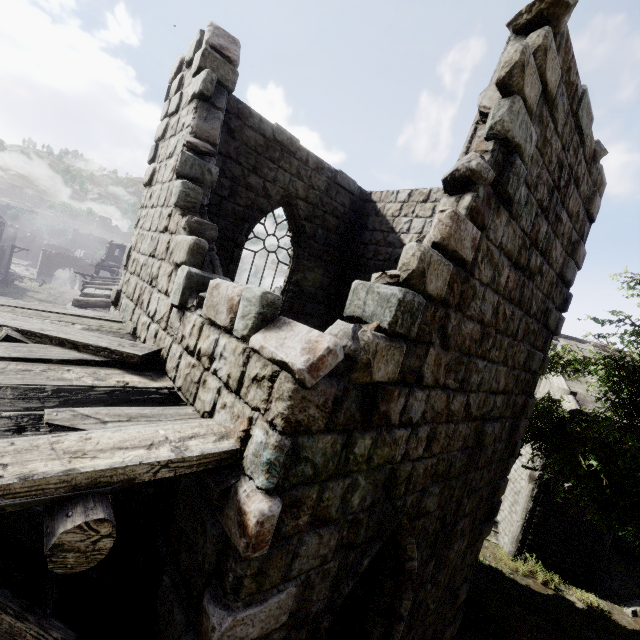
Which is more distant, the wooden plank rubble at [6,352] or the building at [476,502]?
the building at [476,502]

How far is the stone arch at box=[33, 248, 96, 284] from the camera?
51.75m

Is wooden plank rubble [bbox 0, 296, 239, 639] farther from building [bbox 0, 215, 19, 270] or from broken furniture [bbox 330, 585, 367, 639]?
broken furniture [bbox 330, 585, 367, 639]

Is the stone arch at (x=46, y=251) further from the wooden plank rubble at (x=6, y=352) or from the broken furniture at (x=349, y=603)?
the broken furniture at (x=349, y=603)

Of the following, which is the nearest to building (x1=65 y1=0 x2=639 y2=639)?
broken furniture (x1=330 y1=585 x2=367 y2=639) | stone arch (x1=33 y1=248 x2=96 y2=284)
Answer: stone arch (x1=33 y1=248 x2=96 y2=284)

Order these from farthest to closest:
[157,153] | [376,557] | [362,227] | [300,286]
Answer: [362,227] < [300,286] < [157,153] < [376,557]

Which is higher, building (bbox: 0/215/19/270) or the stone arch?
building (bbox: 0/215/19/270)

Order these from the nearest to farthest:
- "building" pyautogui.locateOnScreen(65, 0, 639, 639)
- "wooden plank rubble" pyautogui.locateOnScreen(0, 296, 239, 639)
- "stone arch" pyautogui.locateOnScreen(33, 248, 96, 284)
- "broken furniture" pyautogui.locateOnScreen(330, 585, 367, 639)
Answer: Answer: "wooden plank rubble" pyautogui.locateOnScreen(0, 296, 239, 639) → "building" pyautogui.locateOnScreen(65, 0, 639, 639) → "broken furniture" pyautogui.locateOnScreen(330, 585, 367, 639) → "stone arch" pyautogui.locateOnScreen(33, 248, 96, 284)
